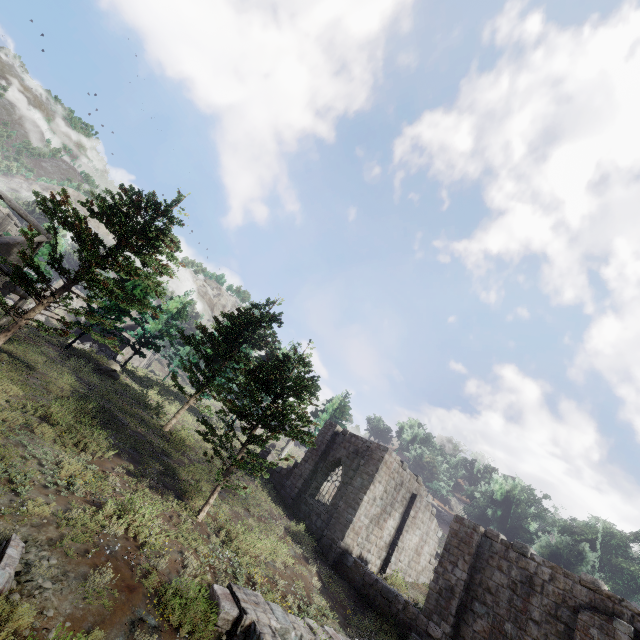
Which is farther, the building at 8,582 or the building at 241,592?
the building at 241,592

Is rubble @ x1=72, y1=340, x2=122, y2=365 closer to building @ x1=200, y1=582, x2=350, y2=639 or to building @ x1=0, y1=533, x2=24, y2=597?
building @ x1=0, y1=533, x2=24, y2=597

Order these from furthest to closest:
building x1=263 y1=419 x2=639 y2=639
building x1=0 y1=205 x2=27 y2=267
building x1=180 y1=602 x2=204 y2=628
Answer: building x1=0 y1=205 x2=27 y2=267 < building x1=263 y1=419 x2=639 y2=639 < building x1=180 y1=602 x2=204 y2=628

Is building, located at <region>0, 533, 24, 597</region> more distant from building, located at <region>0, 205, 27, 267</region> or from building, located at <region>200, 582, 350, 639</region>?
building, located at <region>0, 205, 27, 267</region>

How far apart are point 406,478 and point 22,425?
20.3m

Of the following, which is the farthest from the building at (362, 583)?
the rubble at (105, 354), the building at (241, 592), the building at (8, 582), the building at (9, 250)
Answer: the rubble at (105, 354)

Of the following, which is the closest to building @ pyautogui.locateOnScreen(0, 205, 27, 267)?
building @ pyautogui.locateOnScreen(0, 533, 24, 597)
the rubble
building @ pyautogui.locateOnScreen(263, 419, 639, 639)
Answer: building @ pyautogui.locateOnScreen(263, 419, 639, 639)

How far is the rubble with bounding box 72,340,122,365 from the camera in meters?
29.6
